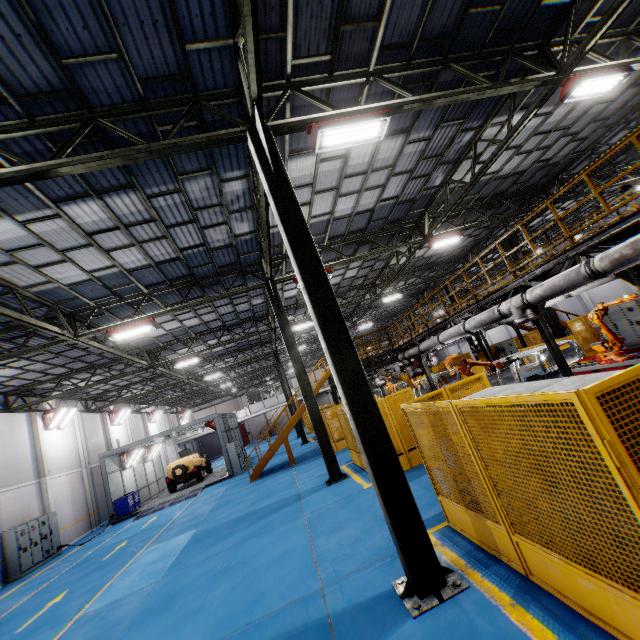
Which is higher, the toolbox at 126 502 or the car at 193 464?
the car at 193 464

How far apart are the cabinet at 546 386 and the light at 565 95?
8.1 meters

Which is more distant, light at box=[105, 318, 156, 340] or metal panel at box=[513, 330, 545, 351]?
metal panel at box=[513, 330, 545, 351]

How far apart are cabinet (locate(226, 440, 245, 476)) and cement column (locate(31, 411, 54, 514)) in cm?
971

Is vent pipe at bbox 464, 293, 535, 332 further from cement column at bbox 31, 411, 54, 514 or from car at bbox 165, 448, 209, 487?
cement column at bbox 31, 411, 54, 514

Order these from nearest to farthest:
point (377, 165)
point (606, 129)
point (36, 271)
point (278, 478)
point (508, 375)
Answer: point (36, 271)
point (377, 165)
point (606, 129)
point (508, 375)
point (278, 478)

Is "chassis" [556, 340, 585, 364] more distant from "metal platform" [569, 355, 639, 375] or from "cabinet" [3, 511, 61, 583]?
"cabinet" [3, 511, 61, 583]

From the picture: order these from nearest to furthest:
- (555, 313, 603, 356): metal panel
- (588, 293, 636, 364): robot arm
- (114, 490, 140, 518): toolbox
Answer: (588, 293, 636, 364): robot arm, (555, 313, 603, 356): metal panel, (114, 490, 140, 518): toolbox
